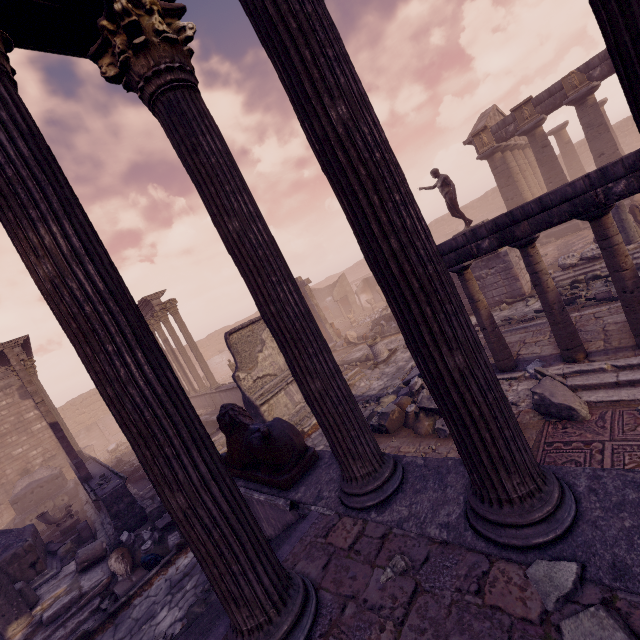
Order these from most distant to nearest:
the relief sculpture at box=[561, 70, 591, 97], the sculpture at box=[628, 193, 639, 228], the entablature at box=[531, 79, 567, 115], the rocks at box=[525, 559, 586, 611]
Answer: the entablature at box=[531, 79, 567, 115]
the relief sculpture at box=[561, 70, 591, 97]
the sculpture at box=[628, 193, 639, 228]
the rocks at box=[525, 559, 586, 611]

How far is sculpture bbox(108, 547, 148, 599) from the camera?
6.65m

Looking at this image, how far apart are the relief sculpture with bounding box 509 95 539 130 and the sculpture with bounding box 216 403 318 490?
20.6 meters

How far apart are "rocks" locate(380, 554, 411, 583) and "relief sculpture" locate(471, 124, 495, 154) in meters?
21.9 m

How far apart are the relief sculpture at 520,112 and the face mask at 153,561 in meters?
23.5 m

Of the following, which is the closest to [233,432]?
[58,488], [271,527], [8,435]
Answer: [271,527]

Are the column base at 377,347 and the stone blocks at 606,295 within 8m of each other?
yes

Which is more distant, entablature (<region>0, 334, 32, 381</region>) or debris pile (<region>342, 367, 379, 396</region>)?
entablature (<region>0, 334, 32, 381</region>)
